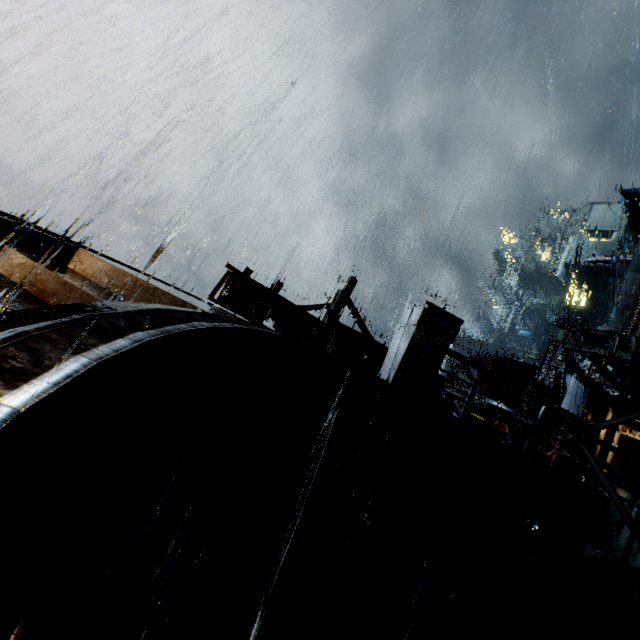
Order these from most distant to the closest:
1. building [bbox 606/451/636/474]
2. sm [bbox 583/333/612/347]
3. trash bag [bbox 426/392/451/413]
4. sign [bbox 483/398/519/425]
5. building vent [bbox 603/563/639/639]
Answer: building [bbox 606/451/636/474], sm [bbox 583/333/612/347], trash bag [bbox 426/392/451/413], sign [bbox 483/398/519/425], building vent [bbox 603/563/639/639]

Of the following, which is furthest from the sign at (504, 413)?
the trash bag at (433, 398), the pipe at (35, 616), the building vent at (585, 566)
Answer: the pipe at (35, 616)

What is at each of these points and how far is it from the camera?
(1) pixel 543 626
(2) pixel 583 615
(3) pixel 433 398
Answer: (1) scaffolding, 3.13m
(2) building vent, 5.60m
(3) trash bag, 11.47m

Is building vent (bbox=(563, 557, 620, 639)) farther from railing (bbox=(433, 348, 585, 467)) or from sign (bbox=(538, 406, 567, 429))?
sign (bbox=(538, 406, 567, 429))

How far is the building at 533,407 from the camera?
18.4 meters

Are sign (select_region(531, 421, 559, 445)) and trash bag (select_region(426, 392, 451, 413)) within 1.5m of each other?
no

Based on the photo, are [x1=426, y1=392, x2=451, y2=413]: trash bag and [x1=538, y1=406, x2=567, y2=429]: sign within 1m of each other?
no

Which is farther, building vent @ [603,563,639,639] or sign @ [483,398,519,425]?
sign @ [483,398,519,425]
